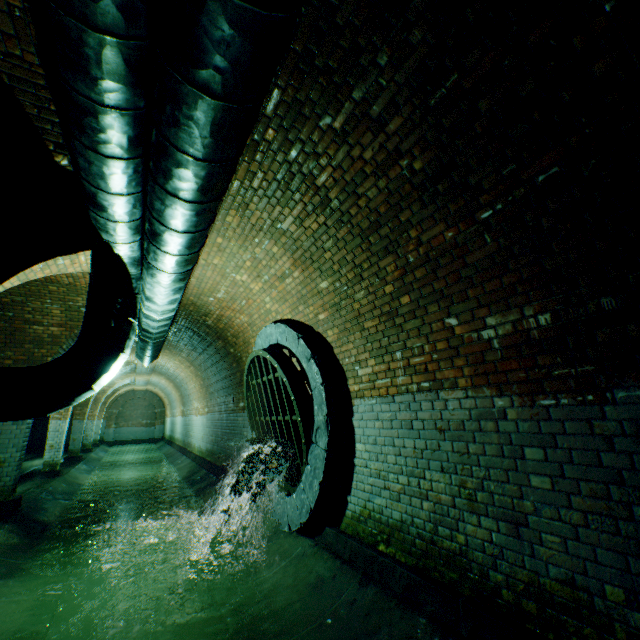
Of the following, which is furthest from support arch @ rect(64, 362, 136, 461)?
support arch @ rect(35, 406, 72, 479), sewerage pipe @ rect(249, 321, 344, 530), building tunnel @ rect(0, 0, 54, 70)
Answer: sewerage pipe @ rect(249, 321, 344, 530)

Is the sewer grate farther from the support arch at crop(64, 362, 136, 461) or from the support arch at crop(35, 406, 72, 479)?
the support arch at crop(64, 362, 136, 461)

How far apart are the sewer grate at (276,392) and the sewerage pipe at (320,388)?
0.0 meters

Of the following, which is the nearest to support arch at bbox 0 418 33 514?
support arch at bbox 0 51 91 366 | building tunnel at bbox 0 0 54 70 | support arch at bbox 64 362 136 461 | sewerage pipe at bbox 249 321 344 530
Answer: building tunnel at bbox 0 0 54 70

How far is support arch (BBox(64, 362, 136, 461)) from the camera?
14.97m

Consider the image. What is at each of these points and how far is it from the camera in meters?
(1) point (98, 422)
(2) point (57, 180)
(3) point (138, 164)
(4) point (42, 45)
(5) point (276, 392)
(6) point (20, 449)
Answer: (1) support arch, 23.5 m
(2) support arch, 3.2 m
(3) pipe, 2.8 m
(4) building tunnel, 2.3 m
(5) sewer grate, 5.3 m
(6) support arch, 6.8 m

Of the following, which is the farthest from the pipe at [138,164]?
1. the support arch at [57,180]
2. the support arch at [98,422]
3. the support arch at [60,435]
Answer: the support arch at [98,422]

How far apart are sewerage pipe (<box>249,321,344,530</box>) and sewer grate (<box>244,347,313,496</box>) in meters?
0.0 m
